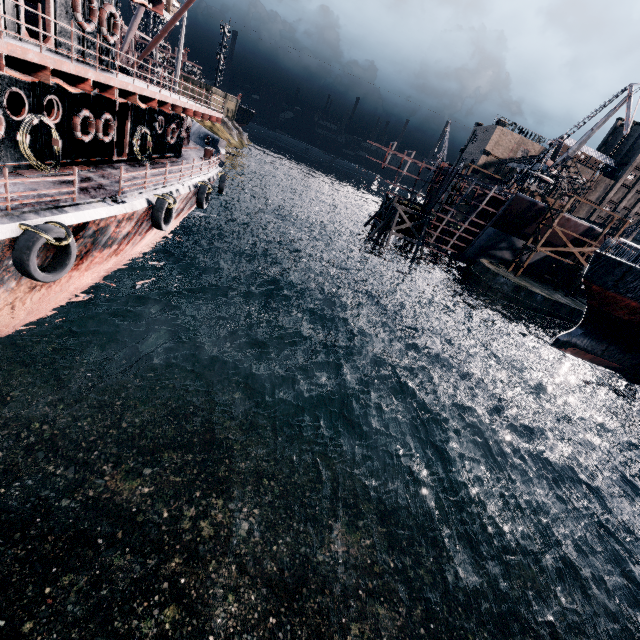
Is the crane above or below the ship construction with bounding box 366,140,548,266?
above

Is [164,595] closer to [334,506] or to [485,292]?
[334,506]

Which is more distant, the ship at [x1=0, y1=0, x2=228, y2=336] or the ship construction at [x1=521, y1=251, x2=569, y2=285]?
the ship construction at [x1=521, y1=251, x2=569, y2=285]

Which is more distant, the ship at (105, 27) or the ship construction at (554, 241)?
the ship construction at (554, 241)

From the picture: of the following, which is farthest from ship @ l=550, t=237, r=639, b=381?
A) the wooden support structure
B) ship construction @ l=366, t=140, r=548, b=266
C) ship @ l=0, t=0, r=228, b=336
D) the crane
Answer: ship @ l=0, t=0, r=228, b=336

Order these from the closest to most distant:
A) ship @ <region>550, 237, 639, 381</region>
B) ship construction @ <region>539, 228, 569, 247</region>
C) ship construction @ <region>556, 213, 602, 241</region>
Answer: ship @ <region>550, 237, 639, 381</region>
ship construction @ <region>556, 213, 602, 241</region>
ship construction @ <region>539, 228, 569, 247</region>

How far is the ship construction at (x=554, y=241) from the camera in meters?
43.8
